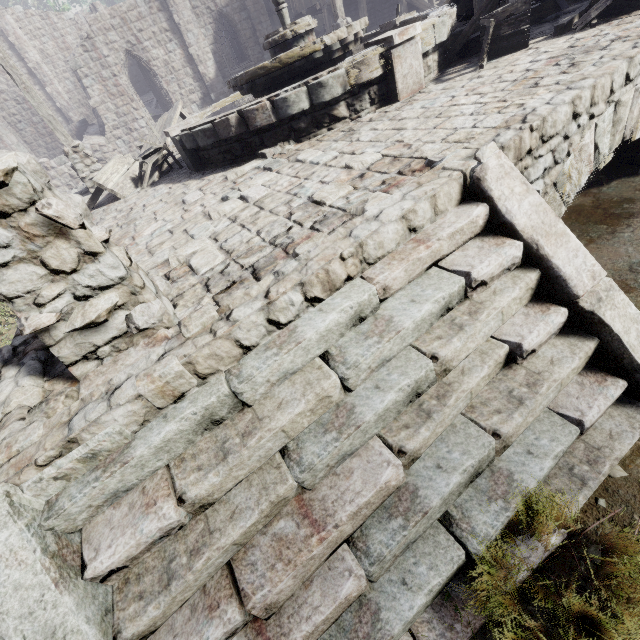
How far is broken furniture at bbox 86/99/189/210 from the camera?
7.0 meters

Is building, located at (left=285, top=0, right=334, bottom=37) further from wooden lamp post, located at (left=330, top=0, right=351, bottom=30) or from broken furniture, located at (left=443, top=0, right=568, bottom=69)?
broken furniture, located at (left=443, top=0, right=568, bottom=69)

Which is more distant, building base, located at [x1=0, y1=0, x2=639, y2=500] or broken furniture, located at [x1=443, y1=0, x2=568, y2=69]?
broken furniture, located at [x1=443, y1=0, x2=568, y2=69]

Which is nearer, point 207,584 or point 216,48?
point 207,584

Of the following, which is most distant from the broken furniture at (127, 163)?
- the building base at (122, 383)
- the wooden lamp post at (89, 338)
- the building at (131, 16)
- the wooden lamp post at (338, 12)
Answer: the wooden lamp post at (338, 12)

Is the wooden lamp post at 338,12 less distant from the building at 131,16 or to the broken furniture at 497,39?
the building at 131,16

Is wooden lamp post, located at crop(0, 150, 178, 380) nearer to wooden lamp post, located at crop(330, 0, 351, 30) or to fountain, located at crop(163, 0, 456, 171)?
fountain, located at crop(163, 0, 456, 171)

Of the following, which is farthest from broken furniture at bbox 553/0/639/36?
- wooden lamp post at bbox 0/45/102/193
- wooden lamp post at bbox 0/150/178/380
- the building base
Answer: wooden lamp post at bbox 0/45/102/193
